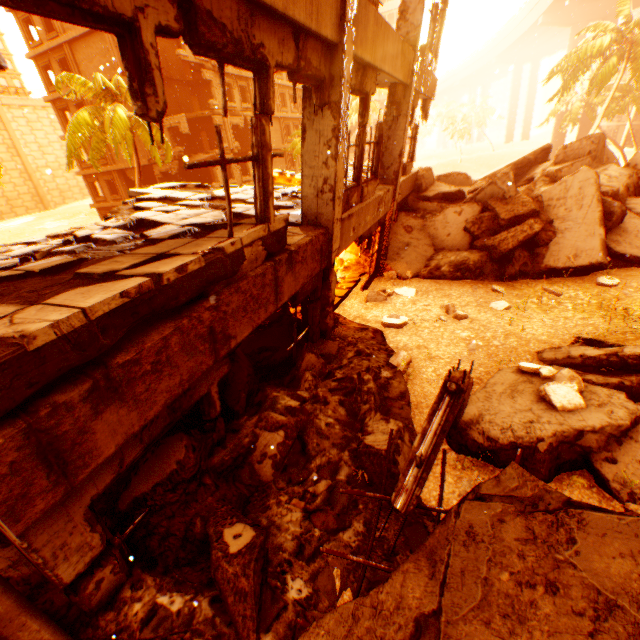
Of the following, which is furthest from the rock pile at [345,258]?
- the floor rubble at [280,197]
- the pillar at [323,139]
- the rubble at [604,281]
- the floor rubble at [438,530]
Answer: the floor rubble at [438,530]

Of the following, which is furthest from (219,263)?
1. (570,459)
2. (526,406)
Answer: (570,459)

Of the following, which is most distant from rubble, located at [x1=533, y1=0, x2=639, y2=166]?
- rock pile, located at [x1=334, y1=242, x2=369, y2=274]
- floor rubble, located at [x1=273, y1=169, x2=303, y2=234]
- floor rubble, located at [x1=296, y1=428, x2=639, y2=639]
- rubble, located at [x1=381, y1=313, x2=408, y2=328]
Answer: rubble, located at [x1=381, y1=313, x2=408, y2=328]

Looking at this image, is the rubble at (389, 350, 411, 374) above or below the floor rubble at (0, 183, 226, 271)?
below

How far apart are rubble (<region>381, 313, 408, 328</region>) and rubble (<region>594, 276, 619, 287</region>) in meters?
4.9 m

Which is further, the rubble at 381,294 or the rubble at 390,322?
the rubble at 381,294

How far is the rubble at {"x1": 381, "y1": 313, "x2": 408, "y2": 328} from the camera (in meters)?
7.45

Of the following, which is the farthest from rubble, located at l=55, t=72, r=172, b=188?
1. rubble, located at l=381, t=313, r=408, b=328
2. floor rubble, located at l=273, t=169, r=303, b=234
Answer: rubble, located at l=381, t=313, r=408, b=328
